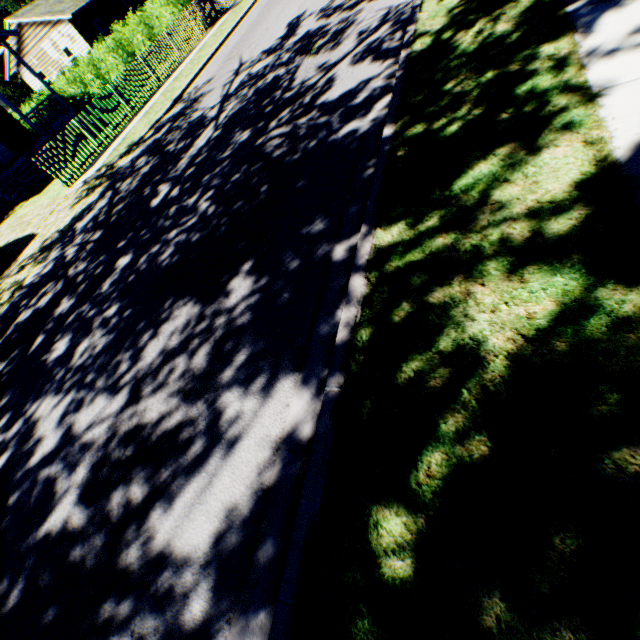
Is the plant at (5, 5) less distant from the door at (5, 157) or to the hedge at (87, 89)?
the hedge at (87, 89)

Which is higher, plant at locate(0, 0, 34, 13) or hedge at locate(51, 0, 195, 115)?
plant at locate(0, 0, 34, 13)

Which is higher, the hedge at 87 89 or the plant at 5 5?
the plant at 5 5

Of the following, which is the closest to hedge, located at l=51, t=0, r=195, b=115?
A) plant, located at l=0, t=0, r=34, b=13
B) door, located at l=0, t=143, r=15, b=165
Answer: door, located at l=0, t=143, r=15, b=165

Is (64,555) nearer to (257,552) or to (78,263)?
(257,552)

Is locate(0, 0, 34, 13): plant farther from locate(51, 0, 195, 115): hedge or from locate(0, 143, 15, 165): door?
locate(0, 143, 15, 165): door
